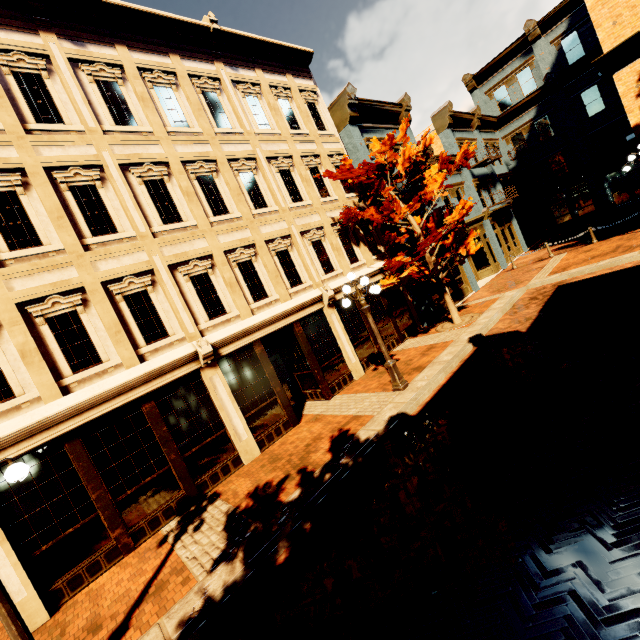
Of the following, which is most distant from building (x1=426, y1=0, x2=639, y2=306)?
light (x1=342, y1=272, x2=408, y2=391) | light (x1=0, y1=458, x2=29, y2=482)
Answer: light (x1=0, y1=458, x2=29, y2=482)

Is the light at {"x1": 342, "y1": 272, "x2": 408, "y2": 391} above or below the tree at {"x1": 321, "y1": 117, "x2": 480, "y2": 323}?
below

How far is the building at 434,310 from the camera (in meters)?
15.12

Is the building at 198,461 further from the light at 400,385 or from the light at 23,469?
the light at 400,385

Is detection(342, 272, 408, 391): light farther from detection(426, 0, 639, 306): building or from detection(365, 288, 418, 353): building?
detection(426, 0, 639, 306): building

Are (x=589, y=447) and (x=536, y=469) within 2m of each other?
yes
